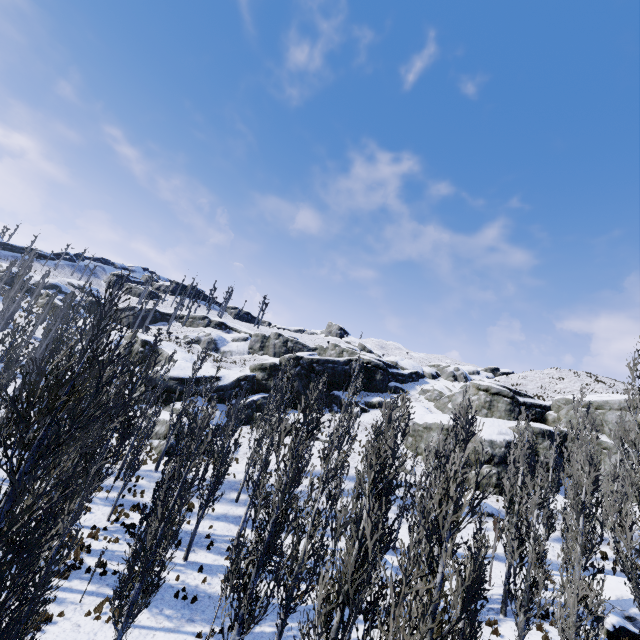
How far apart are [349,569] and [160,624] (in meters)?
11.92

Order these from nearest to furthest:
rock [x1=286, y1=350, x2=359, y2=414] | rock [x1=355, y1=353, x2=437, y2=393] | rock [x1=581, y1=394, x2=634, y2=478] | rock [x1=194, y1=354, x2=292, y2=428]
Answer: rock [x1=581, y1=394, x2=634, y2=478]
rock [x1=194, y1=354, x2=292, y2=428]
rock [x1=286, y1=350, x2=359, y2=414]
rock [x1=355, y1=353, x2=437, y2=393]

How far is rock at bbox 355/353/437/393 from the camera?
49.6 meters

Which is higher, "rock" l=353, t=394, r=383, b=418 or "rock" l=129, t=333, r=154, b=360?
"rock" l=353, t=394, r=383, b=418

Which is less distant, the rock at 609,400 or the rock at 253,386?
the rock at 609,400

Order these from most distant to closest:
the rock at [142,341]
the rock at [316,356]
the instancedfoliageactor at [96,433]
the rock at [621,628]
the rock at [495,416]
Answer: the rock at [142,341], the rock at [316,356], the rock at [495,416], the rock at [621,628], the instancedfoliageactor at [96,433]

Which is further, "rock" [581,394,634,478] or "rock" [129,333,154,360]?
"rock" [129,333,154,360]
